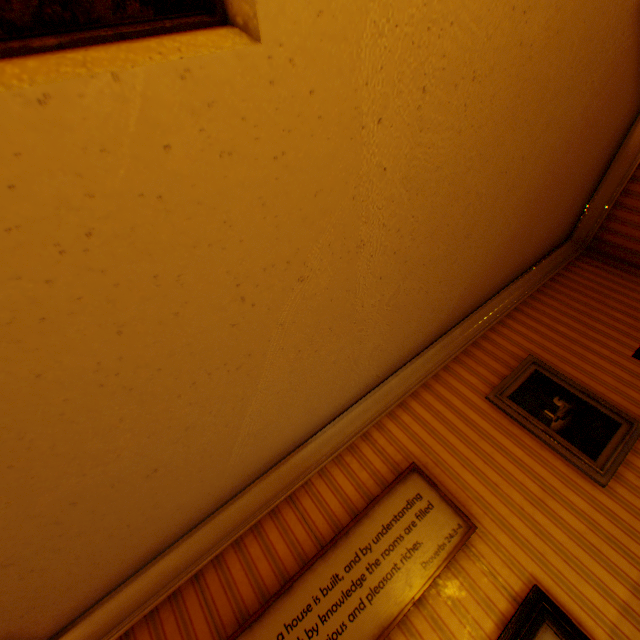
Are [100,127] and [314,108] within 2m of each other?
yes

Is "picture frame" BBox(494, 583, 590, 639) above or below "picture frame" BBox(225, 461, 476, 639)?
below

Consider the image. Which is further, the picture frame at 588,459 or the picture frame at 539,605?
the picture frame at 588,459

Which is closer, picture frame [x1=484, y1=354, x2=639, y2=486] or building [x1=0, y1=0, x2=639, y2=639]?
building [x1=0, y1=0, x2=639, y2=639]

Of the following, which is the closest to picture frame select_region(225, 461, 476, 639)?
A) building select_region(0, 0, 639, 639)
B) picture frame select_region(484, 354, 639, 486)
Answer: building select_region(0, 0, 639, 639)

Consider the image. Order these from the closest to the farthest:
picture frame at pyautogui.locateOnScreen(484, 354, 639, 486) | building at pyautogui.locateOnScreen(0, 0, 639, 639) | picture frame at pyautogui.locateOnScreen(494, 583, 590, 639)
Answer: building at pyautogui.locateOnScreen(0, 0, 639, 639)
picture frame at pyautogui.locateOnScreen(494, 583, 590, 639)
picture frame at pyautogui.locateOnScreen(484, 354, 639, 486)

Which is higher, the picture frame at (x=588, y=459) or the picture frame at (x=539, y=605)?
the picture frame at (x=588, y=459)

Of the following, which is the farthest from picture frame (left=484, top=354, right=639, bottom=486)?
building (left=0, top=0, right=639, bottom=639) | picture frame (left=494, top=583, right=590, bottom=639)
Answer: picture frame (left=494, top=583, right=590, bottom=639)
